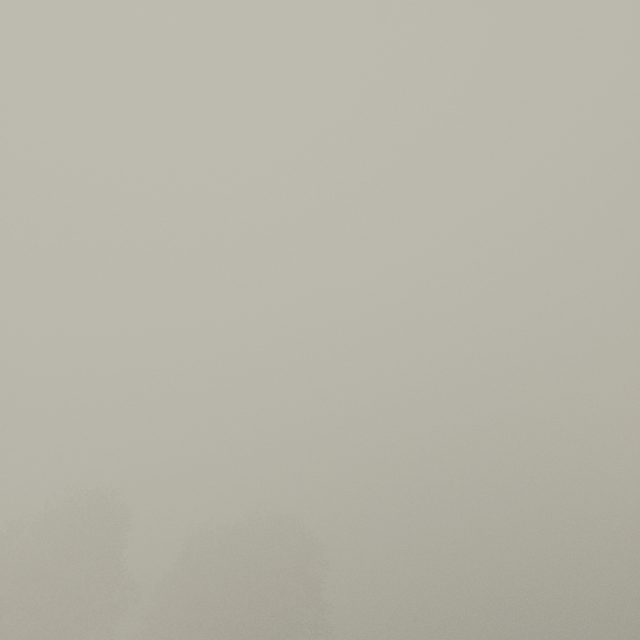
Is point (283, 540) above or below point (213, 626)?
above
